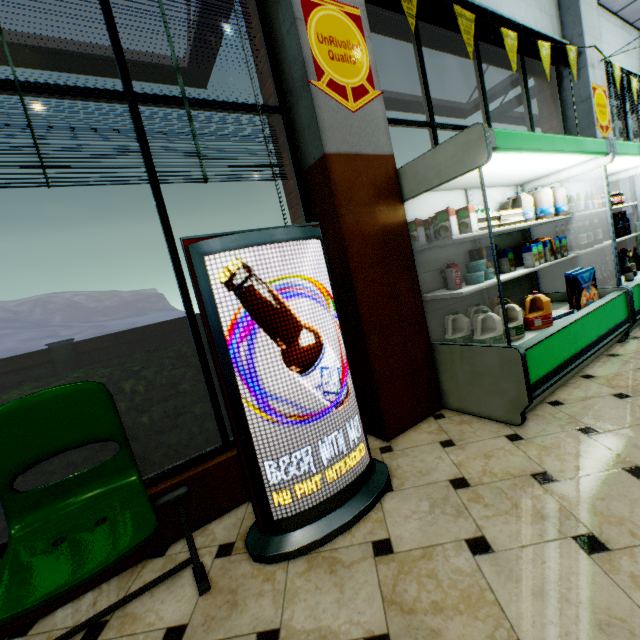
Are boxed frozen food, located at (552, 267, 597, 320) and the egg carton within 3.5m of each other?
yes

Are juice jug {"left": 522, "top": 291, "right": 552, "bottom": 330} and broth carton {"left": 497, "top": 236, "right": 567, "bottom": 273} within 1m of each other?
yes

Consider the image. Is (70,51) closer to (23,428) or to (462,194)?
(23,428)

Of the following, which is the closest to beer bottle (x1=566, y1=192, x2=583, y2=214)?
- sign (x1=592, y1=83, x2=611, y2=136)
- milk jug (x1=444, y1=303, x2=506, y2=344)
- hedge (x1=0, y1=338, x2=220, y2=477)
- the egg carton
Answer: the egg carton

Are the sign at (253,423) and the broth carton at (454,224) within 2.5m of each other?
yes

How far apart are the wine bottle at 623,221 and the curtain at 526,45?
2.3 meters

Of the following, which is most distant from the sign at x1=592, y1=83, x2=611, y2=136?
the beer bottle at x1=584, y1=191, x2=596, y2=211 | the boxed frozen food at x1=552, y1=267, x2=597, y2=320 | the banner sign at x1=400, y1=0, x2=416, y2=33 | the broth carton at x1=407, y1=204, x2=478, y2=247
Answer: the broth carton at x1=407, y1=204, x2=478, y2=247

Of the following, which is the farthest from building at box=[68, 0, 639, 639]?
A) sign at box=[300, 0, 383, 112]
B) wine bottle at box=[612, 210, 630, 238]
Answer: wine bottle at box=[612, 210, 630, 238]
